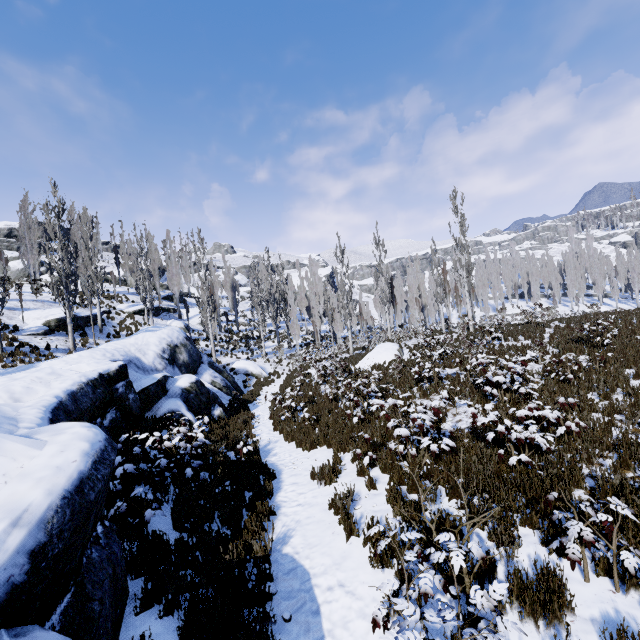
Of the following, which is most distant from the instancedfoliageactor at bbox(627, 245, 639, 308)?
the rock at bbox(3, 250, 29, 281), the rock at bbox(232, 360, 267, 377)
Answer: the rock at bbox(3, 250, 29, 281)

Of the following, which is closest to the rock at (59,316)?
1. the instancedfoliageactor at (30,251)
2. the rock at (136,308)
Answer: the instancedfoliageactor at (30,251)

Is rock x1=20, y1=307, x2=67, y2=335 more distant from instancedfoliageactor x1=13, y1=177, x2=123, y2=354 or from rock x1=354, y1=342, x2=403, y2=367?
rock x1=354, y1=342, x2=403, y2=367

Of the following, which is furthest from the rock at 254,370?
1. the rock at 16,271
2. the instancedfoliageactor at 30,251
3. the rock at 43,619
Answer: the rock at 16,271

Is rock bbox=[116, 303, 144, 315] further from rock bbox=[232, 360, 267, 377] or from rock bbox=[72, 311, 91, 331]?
rock bbox=[232, 360, 267, 377]

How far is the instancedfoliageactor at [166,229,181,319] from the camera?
38.2 meters

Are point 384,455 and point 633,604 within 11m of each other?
yes

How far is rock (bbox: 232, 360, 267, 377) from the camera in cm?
2592
